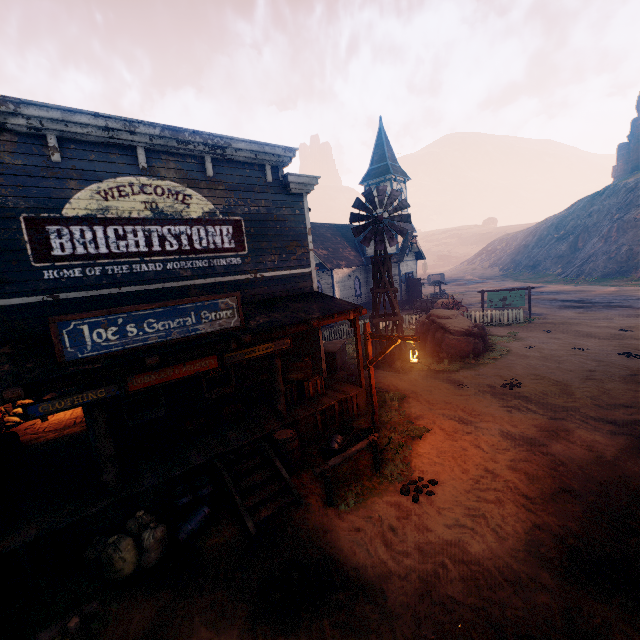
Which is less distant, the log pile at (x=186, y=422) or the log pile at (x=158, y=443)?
the log pile at (x=158, y=443)

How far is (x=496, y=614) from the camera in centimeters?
450cm

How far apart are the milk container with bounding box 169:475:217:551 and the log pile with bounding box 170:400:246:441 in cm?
149

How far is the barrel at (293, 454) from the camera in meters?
7.9

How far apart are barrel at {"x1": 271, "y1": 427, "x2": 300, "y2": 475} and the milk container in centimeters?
156cm

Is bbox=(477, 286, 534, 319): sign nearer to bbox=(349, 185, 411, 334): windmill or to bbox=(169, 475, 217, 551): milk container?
bbox=(349, 185, 411, 334): windmill

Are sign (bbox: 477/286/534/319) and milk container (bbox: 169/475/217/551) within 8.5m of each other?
no

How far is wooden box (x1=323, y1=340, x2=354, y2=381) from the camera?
12.8 meters
